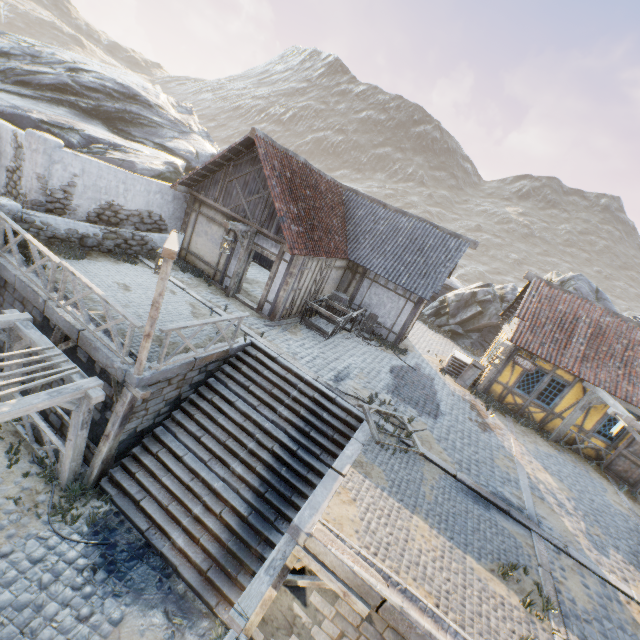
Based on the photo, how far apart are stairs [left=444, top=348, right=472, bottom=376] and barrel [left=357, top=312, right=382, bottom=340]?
3.7m

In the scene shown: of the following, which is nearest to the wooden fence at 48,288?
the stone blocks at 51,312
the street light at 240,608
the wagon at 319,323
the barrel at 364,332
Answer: the stone blocks at 51,312

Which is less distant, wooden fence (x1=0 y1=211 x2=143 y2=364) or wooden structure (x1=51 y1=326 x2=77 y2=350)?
wooden fence (x1=0 y1=211 x2=143 y2=364)

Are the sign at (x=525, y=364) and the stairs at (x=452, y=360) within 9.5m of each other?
yes

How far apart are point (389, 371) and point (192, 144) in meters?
22.2 m

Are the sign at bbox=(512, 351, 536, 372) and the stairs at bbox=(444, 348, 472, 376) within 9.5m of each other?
yes

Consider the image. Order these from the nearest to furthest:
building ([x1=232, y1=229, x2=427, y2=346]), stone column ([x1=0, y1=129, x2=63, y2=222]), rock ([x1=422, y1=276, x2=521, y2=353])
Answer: stone column ([x1=0, y1=129, x2=63, y2=222]) → building ([x1=232, y1=229, x2=427, y2=346]) → rock ([x1=422, y1=276, x2=521, y2=353])

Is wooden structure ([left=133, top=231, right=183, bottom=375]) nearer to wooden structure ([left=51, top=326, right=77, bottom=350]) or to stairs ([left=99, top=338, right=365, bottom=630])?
wooden structure ([left=51, top=326, right=77, bottom=350])
